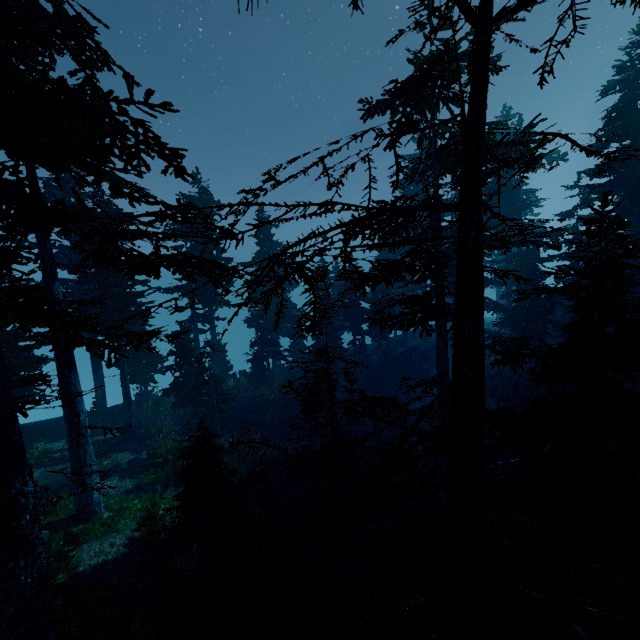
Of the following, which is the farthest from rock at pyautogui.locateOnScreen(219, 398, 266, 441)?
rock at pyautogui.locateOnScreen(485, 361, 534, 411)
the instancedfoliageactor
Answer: rock at pyautogui.locateOnScreen(485, 361, 534, 411)

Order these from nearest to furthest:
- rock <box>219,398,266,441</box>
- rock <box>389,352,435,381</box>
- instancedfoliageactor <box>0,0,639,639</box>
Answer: instancedfoliageactor <box>0,0,639,639</box> → rock <box>219,398,266,441</box> → rock <box>389,352,435,381</box>

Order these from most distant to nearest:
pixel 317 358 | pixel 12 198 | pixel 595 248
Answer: pixel 317 358 < pixel 595 248 < pixel 12 198

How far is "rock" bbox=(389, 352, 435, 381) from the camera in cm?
3294

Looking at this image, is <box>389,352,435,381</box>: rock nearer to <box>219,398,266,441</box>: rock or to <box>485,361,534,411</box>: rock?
<box>485,361,534,411</box>: rock

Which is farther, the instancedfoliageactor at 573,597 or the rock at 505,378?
the rock at 505,378

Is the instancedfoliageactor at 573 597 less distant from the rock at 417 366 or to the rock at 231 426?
the rock at 417 366

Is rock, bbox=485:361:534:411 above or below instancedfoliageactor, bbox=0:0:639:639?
below
